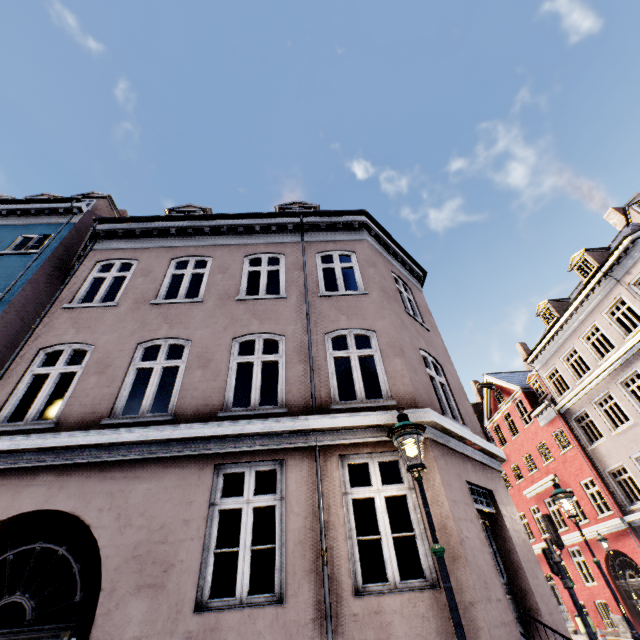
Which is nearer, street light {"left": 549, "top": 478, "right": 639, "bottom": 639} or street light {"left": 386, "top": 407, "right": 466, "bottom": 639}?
street light {"left": 386, "top": 407, "right": 466, "bottom": 639}

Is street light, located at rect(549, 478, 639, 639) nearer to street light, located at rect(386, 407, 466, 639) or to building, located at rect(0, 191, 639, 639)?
building, located at rect(0, 191, 639, 639)

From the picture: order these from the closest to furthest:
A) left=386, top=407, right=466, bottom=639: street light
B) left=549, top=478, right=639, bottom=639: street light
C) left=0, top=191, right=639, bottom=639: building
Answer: left=386, top=407, right=466, bottom=639: street light, left=0, top=191, right=639, bottom=639: building, left=549, top=478, right=639, bottom=639: street light

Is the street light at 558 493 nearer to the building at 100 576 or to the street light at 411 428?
the building at 100 576

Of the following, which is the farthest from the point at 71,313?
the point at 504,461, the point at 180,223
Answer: the point at 504,461
